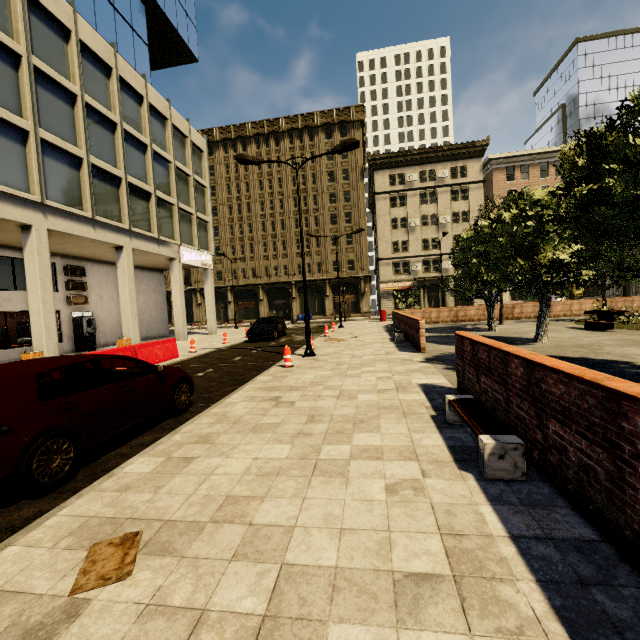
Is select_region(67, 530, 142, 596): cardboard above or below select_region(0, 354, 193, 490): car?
below

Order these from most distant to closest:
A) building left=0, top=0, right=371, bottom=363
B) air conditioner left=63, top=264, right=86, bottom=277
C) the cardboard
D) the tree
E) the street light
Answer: air conditioner left=63, top=264, right=86, bottom=277 → building left=0, top=0, right=371, bottom=363 → the street light → the tree → the cardboard

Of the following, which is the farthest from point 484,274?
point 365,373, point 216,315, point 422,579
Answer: point 216,315

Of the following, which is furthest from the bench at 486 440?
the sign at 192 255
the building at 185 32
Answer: the sign at 192 255

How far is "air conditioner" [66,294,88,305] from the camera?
19.5 meters

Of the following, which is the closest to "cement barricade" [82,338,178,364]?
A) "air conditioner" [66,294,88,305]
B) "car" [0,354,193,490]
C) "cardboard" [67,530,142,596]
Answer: "car" [0,354,193,490]

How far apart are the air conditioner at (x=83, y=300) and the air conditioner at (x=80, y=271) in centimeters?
108cm

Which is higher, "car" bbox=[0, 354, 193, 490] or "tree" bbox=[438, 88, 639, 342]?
"tree" bbox=[438, 88, 639, 342]
